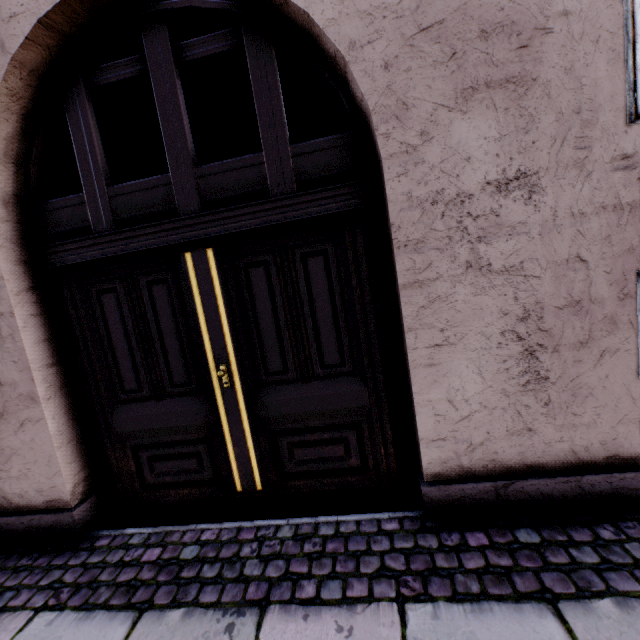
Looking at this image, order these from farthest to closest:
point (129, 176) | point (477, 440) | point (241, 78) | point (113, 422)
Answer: point (241, 78) → point (129, 176) → point (113, 422) → point (477, 440)
